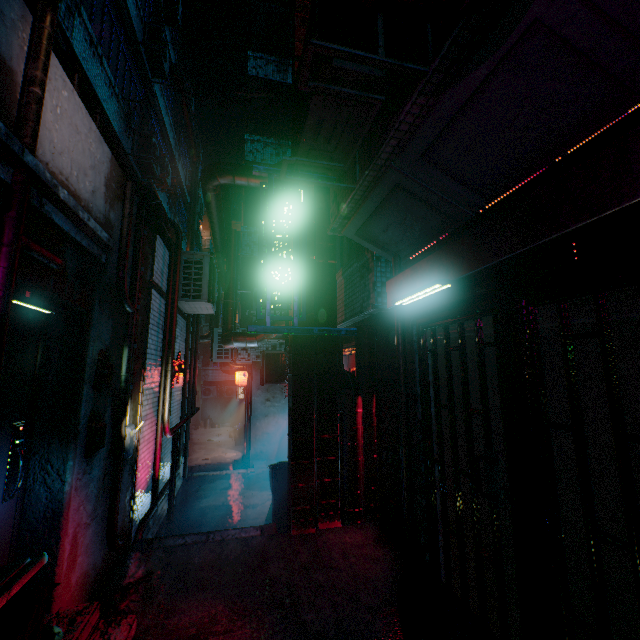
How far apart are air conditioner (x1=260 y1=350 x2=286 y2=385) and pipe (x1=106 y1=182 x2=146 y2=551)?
4.9 meters

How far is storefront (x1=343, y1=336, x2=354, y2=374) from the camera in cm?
575

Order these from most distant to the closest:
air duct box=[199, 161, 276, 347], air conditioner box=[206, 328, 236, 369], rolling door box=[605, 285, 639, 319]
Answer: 1. air conditioner box=[206, 328, 236, 369]
2. air duct box=[199, 161, 276, 347]
3. rolling door box=[605, 285, 639, 319]

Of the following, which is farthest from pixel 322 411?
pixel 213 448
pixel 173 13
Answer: pixel 173 13

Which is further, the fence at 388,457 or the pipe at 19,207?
the fence at 388,457

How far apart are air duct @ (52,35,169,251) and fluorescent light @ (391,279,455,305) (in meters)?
2.83

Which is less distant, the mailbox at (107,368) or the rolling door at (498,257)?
the rolling door at (498,257)

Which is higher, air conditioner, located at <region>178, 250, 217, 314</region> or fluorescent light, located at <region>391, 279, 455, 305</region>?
air conditioner, located at <region>178, 250, 217, 314</region>
